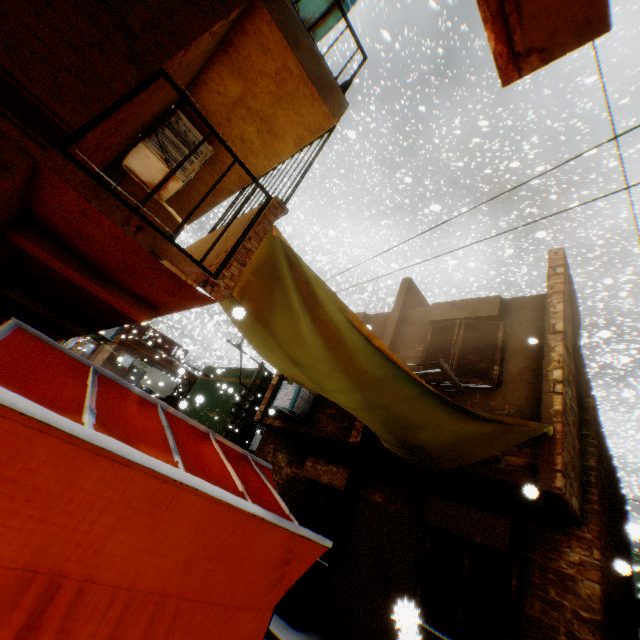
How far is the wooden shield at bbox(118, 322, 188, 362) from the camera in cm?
2367

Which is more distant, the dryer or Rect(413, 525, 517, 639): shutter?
the dryer

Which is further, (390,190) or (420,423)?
(390,190)

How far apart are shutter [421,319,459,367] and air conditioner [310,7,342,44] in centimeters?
372cm

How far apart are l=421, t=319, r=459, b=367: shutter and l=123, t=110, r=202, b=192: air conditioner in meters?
2.2 m

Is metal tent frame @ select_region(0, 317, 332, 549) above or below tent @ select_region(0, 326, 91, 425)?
below

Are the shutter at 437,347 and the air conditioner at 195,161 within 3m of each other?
yes

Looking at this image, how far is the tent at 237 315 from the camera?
3.71m
